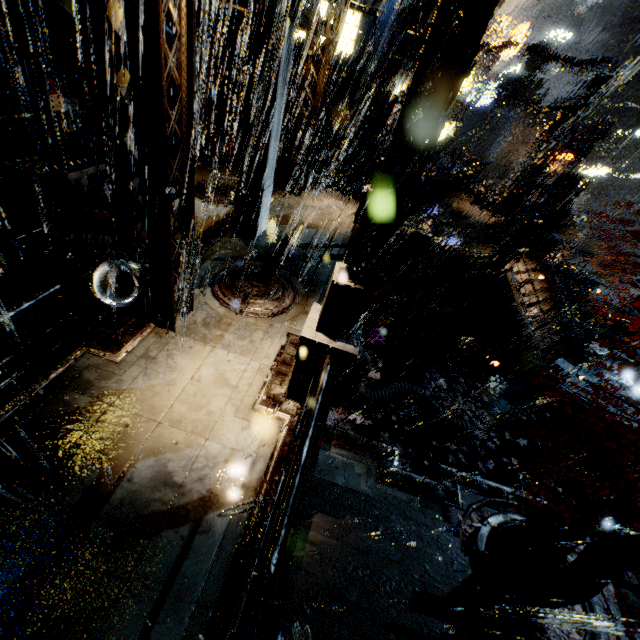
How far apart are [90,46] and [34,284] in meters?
4.1

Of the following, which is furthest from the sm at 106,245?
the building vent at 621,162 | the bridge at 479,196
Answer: the building vent at 621,162

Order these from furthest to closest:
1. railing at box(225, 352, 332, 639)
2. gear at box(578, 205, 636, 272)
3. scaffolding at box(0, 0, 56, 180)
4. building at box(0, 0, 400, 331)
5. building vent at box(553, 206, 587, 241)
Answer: gear at box(578, 205, 636, 272), building vent at box(553, 206, 587, 241), scaffolding at box(0, 0, 56, 180), building at box(0, 0, 400, 331), railing at box(225, 352, 332, 639)

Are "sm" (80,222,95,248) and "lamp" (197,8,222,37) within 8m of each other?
yes

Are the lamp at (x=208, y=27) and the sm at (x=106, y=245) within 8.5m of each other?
yes

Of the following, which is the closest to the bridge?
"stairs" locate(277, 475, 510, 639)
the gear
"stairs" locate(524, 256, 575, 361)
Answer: "stairs" locate(524, 256, 575, 361)

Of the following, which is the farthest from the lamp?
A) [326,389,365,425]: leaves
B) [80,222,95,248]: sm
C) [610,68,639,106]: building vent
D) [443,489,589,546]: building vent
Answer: [610,68,639,106]: building vent

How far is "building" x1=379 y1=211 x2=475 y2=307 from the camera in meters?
18.7 m
